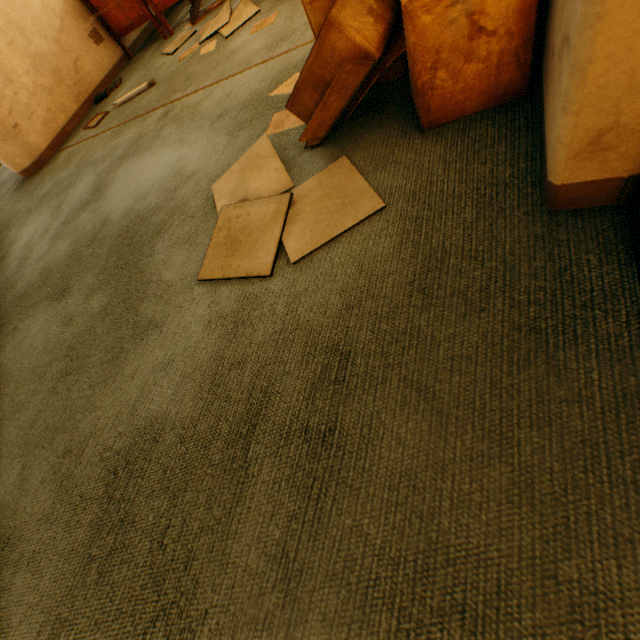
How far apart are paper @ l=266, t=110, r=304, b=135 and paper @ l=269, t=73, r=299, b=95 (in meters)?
0.13

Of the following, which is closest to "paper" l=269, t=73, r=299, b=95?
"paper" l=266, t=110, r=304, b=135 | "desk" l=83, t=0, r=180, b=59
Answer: "paper" l=266, t=110, r=304, b=135

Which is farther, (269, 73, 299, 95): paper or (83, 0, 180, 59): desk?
(83, 0, 180, 59): desk

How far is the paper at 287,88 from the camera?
1.6 meters

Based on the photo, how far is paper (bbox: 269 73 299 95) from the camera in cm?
161

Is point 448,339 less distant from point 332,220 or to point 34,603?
point 332,220

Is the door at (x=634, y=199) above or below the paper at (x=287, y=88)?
above

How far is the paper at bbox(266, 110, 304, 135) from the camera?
1.4m
